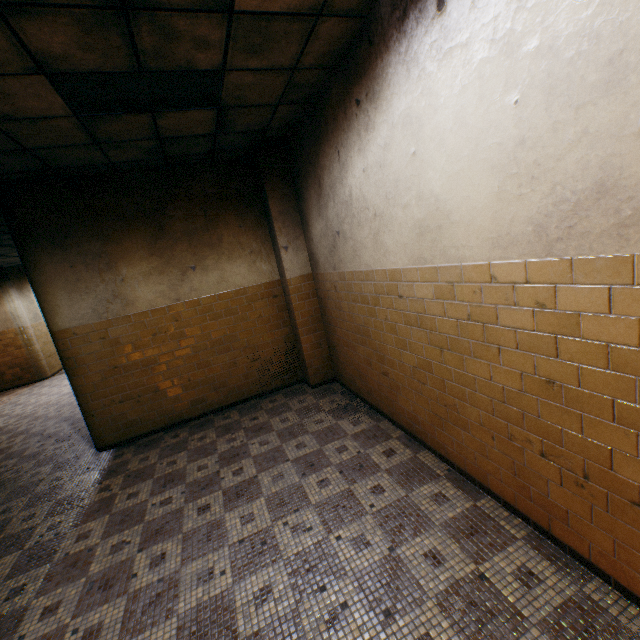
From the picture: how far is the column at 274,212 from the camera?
5.0m

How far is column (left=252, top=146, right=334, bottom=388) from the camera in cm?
500

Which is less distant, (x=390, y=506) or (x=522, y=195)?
(x=522, y=195)
